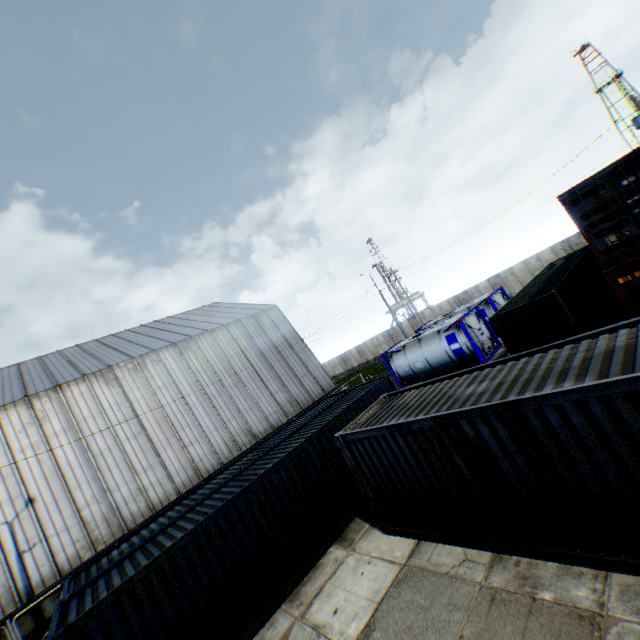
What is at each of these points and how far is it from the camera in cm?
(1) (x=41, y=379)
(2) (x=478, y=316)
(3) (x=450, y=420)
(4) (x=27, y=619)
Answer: (1) building, 2162
(2) tank container, 2048
(3) storage container, 630
(4) building, 1420

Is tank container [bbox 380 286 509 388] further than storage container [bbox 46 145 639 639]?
Yes

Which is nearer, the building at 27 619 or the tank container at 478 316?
the building at 27 619

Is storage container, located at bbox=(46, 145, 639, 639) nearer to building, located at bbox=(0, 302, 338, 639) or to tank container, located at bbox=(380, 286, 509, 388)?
tank container, located at bbox=(380, 286, 509, 388)

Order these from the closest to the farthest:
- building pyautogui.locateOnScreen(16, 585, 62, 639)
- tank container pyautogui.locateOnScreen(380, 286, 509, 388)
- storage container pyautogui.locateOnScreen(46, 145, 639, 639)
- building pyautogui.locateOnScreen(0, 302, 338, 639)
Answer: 1. storage container pyautogui.locateOnScreen(46, 145, 639, 639)
2. building pyautogui.locateOnScreen(16, 585, 62, 639)
3. building pyautogui.locateOnScreen(0, 302, 338, 639)
4. tank container pyautogui.locateOnScreen(380, 286, 509, 388)

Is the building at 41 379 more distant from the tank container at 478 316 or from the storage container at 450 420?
the storage container at 450 420
